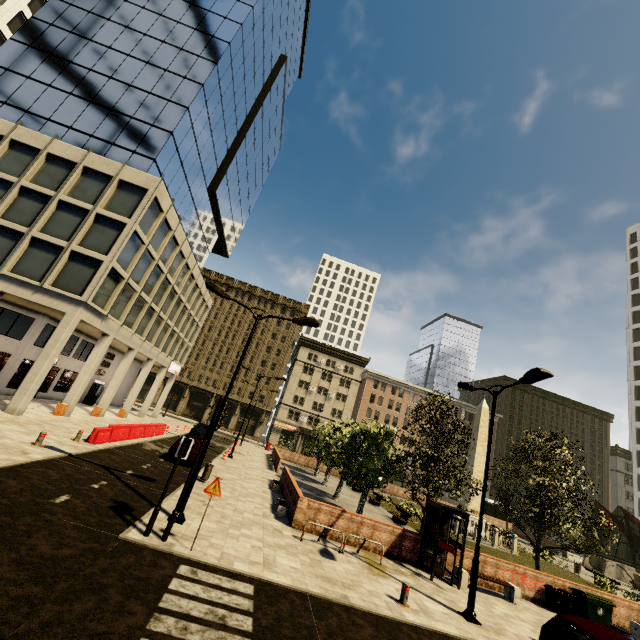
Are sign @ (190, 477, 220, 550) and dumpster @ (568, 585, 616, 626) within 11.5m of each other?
no

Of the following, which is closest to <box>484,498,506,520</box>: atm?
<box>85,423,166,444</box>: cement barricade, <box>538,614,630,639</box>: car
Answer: <box>538,614,630,639</box>: car

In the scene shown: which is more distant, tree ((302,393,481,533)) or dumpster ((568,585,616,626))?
tree ((302,393,481,533))

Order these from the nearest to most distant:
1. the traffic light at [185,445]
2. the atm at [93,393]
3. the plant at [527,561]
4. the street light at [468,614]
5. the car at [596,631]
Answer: the car at [596,631], the traffic light at [185,445], the street light at [468,614], the plant at [527,561], the atm at [93,393]

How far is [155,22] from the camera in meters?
29.2

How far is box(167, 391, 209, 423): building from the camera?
59.0m

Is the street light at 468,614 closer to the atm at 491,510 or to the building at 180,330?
the building at 180,330

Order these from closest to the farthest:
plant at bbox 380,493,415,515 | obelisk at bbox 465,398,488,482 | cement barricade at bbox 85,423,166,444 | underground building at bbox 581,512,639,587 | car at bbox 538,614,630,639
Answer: car at bbox 538,614,630,639 < cement barricade at bbox 85,423,166,444 < plant at bbox 380,493,415,515 < obelisk at bbox 465,398,488,482 < underground building at bbox 581,512,639,587
